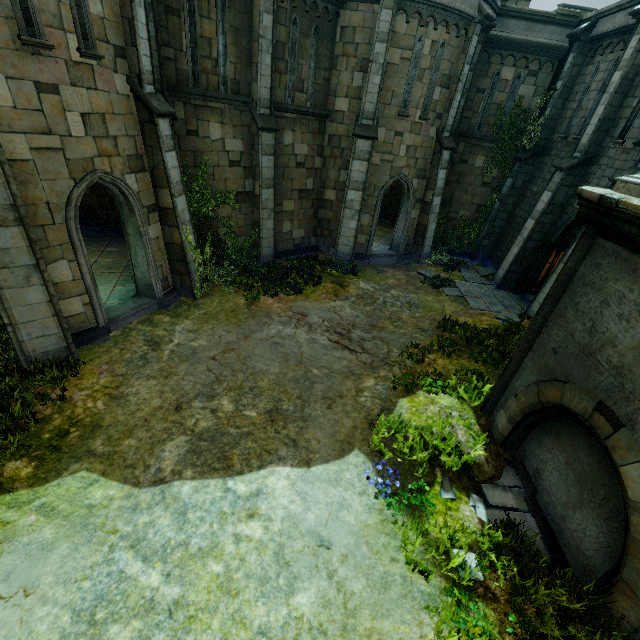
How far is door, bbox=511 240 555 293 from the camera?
13.05m

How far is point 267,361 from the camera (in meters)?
8.58

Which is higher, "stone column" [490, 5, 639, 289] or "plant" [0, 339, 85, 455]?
"stone column" [490, 5, 639, 289]

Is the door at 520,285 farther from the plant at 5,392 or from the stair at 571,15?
the plant at 5,392

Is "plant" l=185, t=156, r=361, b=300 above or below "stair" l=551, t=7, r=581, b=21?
below

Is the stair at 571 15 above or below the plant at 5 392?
above

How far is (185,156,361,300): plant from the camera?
10.92m

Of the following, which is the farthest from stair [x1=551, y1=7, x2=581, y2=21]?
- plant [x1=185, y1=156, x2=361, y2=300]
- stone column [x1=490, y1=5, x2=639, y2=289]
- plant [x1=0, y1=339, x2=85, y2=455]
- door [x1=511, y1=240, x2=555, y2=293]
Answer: plant [x1=0, y1=339, x2=85, y2=455]
